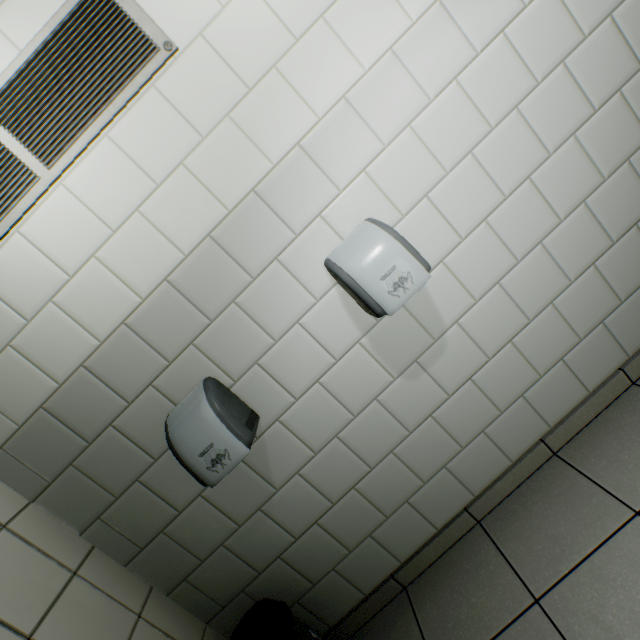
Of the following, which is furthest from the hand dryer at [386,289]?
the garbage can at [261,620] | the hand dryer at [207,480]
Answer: the garbage can at [261,620]

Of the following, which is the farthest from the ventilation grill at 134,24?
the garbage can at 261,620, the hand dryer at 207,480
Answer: the garbage can at 261,620

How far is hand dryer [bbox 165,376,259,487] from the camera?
1.20m

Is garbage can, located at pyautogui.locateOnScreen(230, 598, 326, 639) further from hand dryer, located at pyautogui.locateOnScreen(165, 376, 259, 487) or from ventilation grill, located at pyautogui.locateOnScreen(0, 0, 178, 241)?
ventilation grill, located at pyautogui.locateOnScreen(0, 0, 178, 241)

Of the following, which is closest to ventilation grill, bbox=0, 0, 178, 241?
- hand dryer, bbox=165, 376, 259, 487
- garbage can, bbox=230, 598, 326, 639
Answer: hand dryer, bbox=165, 376, 259, 487

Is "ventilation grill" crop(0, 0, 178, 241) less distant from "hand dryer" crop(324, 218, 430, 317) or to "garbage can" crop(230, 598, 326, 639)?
"hand dryer" crop(324, 218, 430, 317)

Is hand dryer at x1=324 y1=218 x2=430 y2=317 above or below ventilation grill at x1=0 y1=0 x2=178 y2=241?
below

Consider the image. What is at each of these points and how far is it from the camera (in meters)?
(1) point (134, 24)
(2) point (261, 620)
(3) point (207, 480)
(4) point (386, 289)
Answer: (1) ventilation grill, 1.13
(2) garbage can, 1.38
(3) hand dryer, 1.21
(4) hand dryer, 1.15
